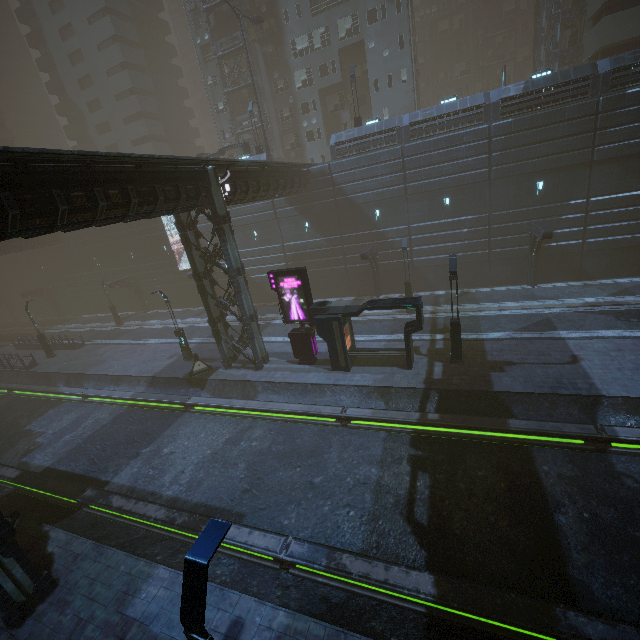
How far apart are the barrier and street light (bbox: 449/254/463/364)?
15.07m

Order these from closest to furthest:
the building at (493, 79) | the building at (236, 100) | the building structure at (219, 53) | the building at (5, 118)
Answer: the building structure at (219, 53) → the building at (236, 100) → the building at (493, 79) → the building at (5, 118)

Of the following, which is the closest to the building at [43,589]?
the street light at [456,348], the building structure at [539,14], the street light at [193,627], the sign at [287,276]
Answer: the building structure at [539,14]

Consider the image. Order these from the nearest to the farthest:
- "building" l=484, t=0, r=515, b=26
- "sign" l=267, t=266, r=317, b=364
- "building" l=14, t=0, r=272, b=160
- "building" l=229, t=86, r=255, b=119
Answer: "sign" l=267, t=266, r=317, b=364 → "building" l=229, t=86, r=255, b=119 → "building" l=14, t=0, r=272, b=160 → "building" l=484, t=0, r=515, b=26

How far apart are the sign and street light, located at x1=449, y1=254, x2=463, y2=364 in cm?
735

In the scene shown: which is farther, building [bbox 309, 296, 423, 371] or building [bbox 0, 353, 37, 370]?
building [bbox 0, 353, 37, 370]

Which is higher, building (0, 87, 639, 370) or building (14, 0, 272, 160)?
building (14, 0, 272, 160)

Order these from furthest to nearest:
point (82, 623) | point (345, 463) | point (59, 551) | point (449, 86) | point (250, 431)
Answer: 1. point (449, 86)
2. point (250, 431)
3. point (345, 463)
4. point (59, 551)
5. point (82, 623)
